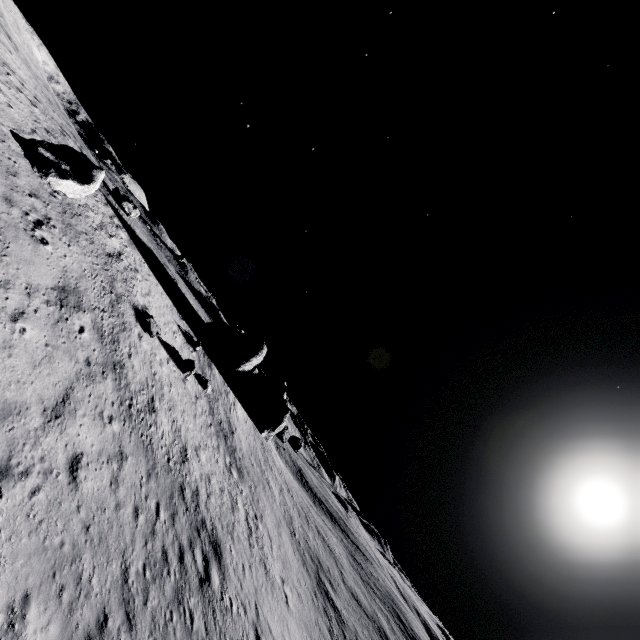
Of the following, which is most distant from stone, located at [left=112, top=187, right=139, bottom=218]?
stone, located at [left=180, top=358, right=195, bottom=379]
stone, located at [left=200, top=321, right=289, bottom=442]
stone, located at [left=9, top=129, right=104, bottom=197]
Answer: stone, located at [left=9, top=129, right=104, bottom=197]

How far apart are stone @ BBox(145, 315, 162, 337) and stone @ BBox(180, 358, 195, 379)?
3.6m

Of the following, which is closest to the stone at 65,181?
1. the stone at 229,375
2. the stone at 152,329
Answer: the stone at 152,329

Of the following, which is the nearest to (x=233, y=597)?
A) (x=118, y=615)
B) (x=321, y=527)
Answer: (x=118, y=615)

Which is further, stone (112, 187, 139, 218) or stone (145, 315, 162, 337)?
stone (112, 187, 139, 218)

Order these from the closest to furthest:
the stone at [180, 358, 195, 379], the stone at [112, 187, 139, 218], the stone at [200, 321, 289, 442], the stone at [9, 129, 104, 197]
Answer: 1. the stone at [9, 129, 104, 197]
2. the stone at [180, 358, 195, 379]
3. the stone at [112, 187, 139, 218]
4. the stone at [200, 321, 289, 442]

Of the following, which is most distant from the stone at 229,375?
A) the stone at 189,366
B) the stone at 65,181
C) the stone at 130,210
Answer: the stone at 65,181

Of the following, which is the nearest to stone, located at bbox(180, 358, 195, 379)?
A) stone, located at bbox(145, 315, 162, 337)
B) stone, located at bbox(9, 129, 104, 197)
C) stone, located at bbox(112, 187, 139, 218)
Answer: stone, located at bbox(145, 315, 162, 337)
